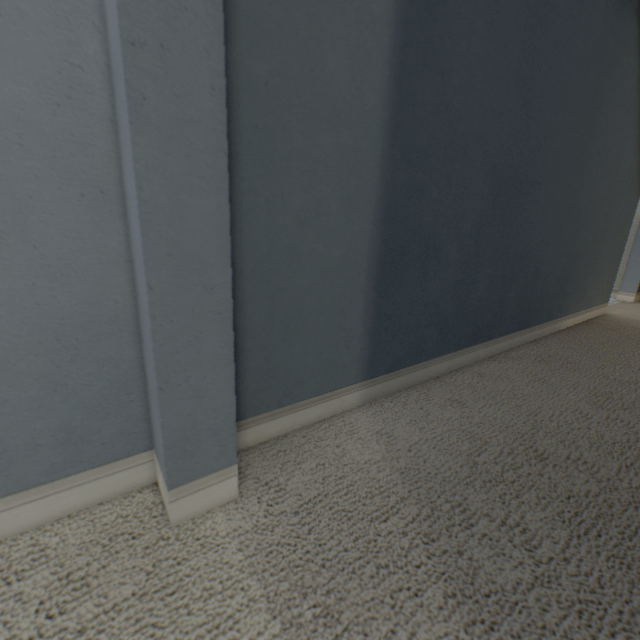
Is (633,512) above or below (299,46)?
below
